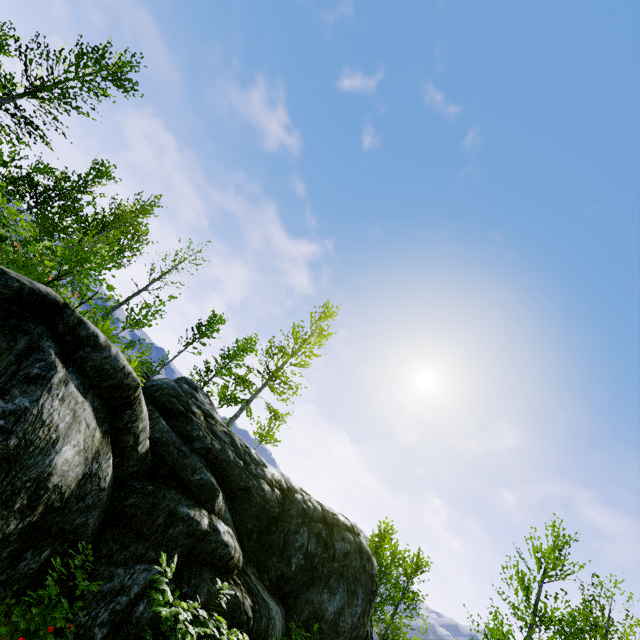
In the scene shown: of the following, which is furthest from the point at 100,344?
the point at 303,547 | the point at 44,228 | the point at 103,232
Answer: the point at 103,232
